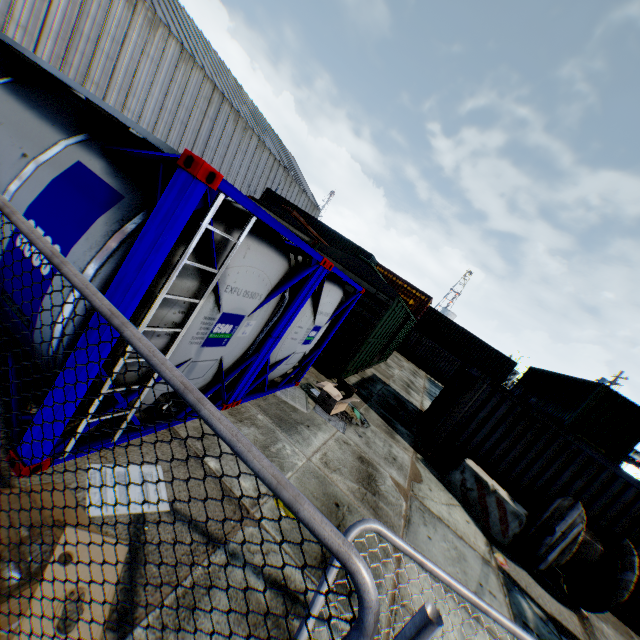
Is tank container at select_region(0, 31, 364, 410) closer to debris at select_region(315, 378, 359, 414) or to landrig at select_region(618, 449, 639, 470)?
debris at select_region(315, 378, 359, 414)

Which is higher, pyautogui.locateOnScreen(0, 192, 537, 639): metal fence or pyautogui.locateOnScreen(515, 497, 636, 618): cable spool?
pyautogui.locateOnScreen(0, 192, 537, 639): metal fence

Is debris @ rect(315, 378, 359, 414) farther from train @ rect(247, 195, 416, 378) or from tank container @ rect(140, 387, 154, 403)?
train @ rect(247, 195, 416, 378)

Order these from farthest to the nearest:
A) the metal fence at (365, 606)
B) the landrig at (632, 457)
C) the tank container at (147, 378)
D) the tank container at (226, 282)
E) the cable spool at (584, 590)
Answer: the landrig at (632, 457), the cable spool at (584, 590), the tank container at (147, 378), the tank container at (226, 282), the metal fence at (365, 606)

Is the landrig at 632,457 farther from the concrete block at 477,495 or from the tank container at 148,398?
the tank container at 148,398

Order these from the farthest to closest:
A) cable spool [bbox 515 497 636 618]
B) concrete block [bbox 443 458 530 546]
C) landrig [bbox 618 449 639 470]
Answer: landrig [bbox 618 449 639 470] < concrete block [bbox 443 458 530 546] < cable spool [bbox 515 497 636 618]

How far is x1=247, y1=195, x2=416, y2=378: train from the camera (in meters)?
10.04

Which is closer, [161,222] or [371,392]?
[161,222]
